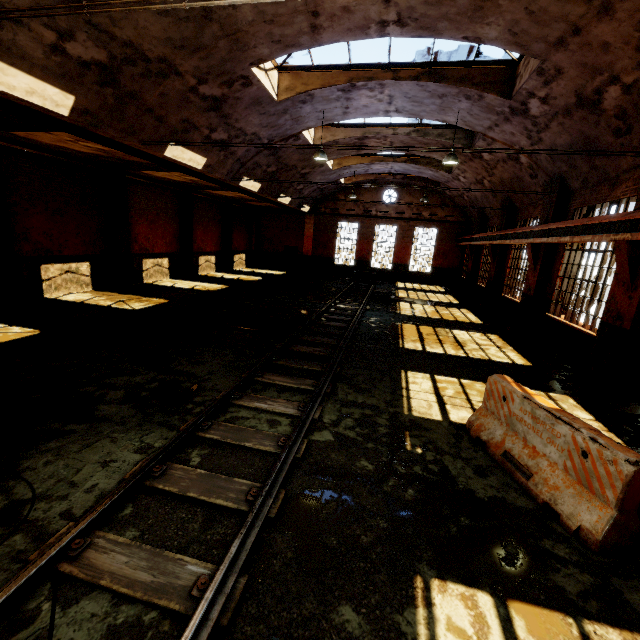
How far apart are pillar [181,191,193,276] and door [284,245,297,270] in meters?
10.1

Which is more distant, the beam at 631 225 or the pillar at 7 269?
the pillar at 7 269

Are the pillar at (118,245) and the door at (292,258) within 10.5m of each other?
no

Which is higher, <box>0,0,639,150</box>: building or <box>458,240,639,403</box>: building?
<box>0,0,639,150</box>: building

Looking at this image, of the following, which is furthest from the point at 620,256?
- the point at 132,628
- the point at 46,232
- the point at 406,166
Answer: the point at 46,232

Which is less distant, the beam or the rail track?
the rail track

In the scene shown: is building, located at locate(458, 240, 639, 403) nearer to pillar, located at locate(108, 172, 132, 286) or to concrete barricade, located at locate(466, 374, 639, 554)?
concrete barricade, located at locate(466, 374, 639, 554)

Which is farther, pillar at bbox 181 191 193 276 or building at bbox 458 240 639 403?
pillar at bbox 181 191 193 276
